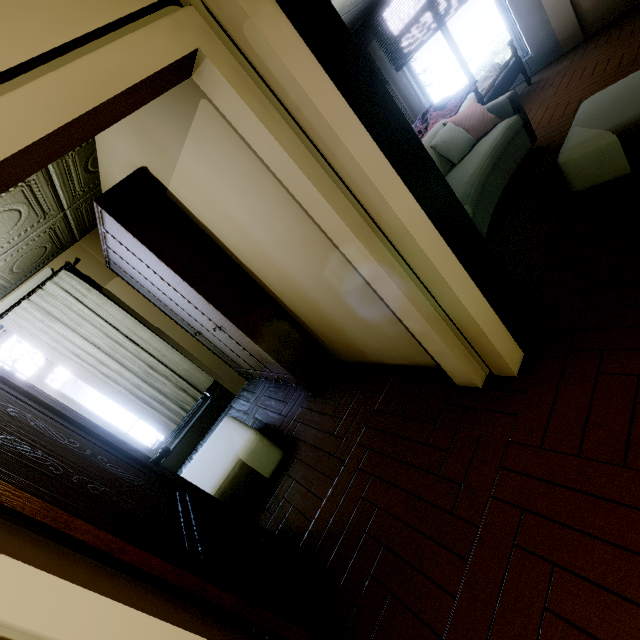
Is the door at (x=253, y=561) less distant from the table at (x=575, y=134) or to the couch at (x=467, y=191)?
the couch at (x=467, y=191)

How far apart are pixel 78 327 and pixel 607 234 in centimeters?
499cm

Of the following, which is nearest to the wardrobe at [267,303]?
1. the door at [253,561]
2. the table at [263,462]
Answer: the table at [263,462]

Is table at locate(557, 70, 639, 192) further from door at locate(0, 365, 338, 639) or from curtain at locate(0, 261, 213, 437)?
curtain at locate(0, 261, 213, 437)

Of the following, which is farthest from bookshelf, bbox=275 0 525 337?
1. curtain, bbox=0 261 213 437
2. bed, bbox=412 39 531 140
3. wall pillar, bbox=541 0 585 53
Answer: wall pillar, bbox=541 0 585 53

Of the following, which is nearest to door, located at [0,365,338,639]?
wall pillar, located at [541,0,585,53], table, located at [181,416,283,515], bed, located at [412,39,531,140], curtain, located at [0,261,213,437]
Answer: table, located at [181,416,283,515]

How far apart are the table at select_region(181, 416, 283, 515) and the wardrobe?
0.6m

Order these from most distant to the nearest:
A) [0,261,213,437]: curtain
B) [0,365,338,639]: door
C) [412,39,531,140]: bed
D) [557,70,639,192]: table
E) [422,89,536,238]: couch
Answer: [412,39,531,140]: bed → [0,261,213,437]: curtain → [422,89,536,238]: couch → [557,70,639,192]: table → [0,365,338,639]: door
